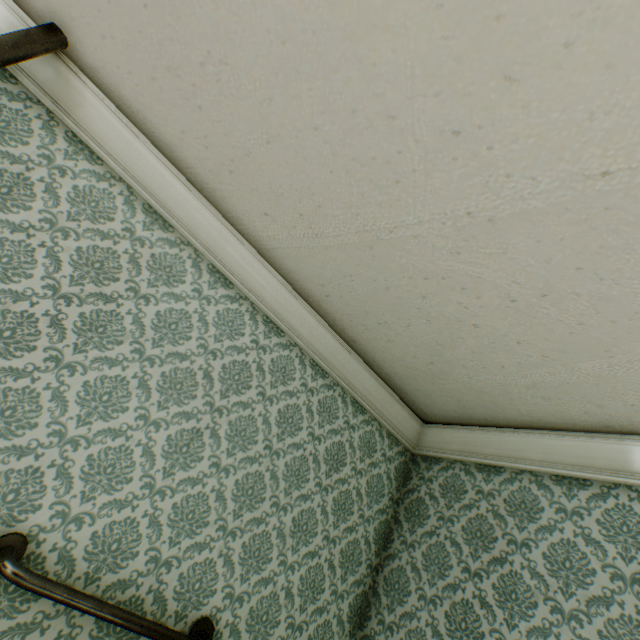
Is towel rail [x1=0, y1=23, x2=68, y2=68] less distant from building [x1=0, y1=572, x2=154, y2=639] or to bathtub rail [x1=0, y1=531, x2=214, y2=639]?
building [x1=0, y1=572, x2=154, y2=639]

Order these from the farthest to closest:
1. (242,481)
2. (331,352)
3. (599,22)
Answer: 1. (331,352)
2. (242,481)
3. (599,22)

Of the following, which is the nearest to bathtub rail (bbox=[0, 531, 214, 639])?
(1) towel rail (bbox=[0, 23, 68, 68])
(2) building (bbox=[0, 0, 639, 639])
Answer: (2) building (bbox=[0, 0, 639, 639])

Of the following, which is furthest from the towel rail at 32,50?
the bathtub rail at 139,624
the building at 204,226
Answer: the bathtub rail at 139,624
